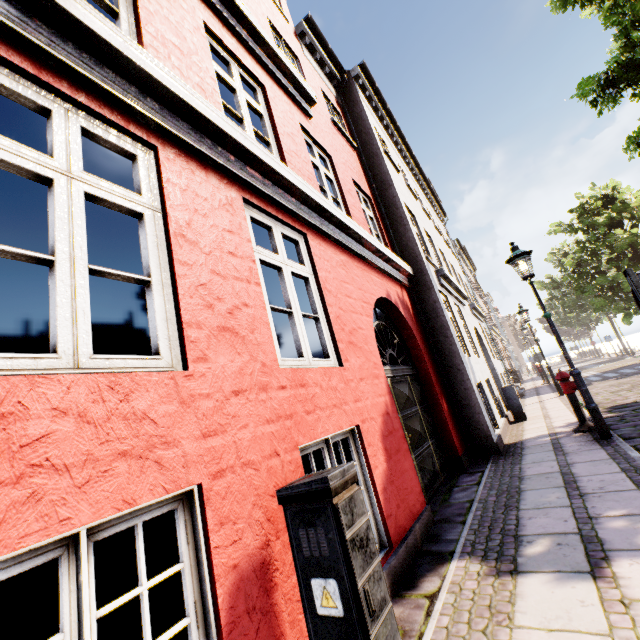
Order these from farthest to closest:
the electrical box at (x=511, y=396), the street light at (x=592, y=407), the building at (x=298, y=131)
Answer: the electrical box at (x=511, y=396), the street light at (x=592, y=407), the building at (x=298, y=131)

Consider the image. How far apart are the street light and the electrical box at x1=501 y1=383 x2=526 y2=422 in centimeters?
391cm

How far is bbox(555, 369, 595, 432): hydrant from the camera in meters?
6.5

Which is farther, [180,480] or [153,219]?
[153,219]

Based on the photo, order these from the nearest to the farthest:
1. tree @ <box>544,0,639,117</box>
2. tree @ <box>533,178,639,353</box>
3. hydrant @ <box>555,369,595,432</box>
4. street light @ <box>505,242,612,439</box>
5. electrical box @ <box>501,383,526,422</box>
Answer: street light @ <box>505,242,612,439</box> → hydrant @ <box>555,369,595,432</box> → tree @ <box>544,0,639,117</box> → electrical box @ <box>501,383,526,422</box> → tree @ <box>533,178,639,353</box>

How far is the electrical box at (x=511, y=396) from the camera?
9.50m

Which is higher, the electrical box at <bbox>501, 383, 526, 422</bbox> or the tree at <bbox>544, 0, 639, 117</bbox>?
the tree at <bbox>544, 0, 639, 117</bbox>

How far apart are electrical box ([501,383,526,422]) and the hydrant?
2.77m
